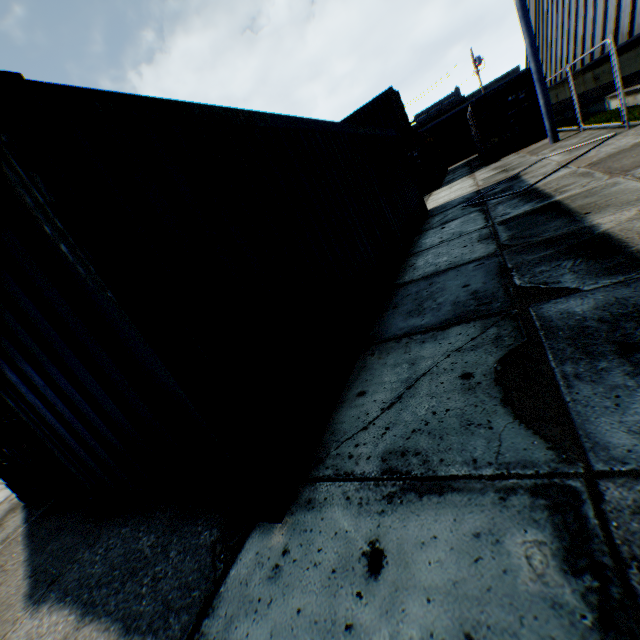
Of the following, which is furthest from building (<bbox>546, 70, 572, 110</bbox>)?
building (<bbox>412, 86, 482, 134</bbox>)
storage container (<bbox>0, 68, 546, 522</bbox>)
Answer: building (<bbox>412, 86, 482, 134</bbox>)

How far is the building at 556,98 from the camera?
19.1 meters

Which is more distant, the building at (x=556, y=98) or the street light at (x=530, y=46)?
the building at (x=556, y=98)

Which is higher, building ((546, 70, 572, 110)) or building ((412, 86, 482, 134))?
building ((412, 86, 482, 134))

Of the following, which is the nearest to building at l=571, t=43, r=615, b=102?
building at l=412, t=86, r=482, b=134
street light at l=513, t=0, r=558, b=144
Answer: street light at l=513, t=0, r=558, b=144

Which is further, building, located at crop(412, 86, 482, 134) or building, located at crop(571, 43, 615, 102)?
building, located at crop(412, 86, 482, 134)

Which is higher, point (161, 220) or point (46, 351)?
point (161, 220)

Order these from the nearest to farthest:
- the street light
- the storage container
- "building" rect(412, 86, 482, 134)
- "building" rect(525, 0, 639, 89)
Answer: the storage container
the street light
"building" rect(525, 0, 639, 89)
"building" rect(412, 86, 482, 134)
